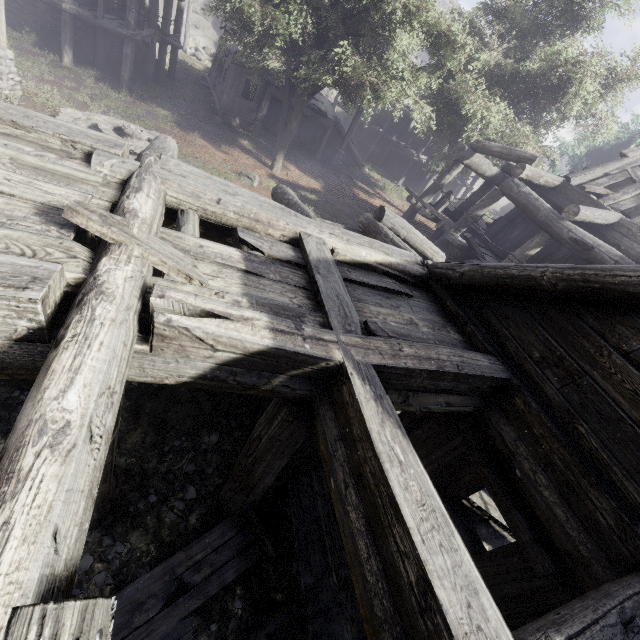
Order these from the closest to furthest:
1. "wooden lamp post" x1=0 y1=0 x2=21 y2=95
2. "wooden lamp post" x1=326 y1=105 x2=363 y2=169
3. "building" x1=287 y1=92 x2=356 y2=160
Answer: "wooden lamp post" x1=0 y1=0 x2=21 y2=95 < "building" x1=287 y1=92 x2=356 y2=160 < "wooden lamp post" x1=326 y1=105 x2=363 y2=169

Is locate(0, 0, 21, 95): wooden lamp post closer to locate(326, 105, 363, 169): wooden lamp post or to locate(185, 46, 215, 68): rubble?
locate(326, 105, 363, 169): wooden lamp post

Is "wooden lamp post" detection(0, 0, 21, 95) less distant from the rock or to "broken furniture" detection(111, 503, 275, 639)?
"broken furniture" detection(111, 503, 275, 639)

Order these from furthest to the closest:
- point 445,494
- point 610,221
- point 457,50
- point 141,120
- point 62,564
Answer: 1. point 141,120
2. point 457,50
3. point 610,221
4. point 445,494
5. point 62,564

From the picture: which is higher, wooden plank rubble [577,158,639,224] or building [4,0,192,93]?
wooden plank rubble [577,158,639,224]

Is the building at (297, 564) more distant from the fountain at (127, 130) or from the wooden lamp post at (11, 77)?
the fountain at (127, 130)

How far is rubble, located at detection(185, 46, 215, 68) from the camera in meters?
28.8

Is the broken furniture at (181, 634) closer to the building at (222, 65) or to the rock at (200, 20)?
the building at (222, 65)
